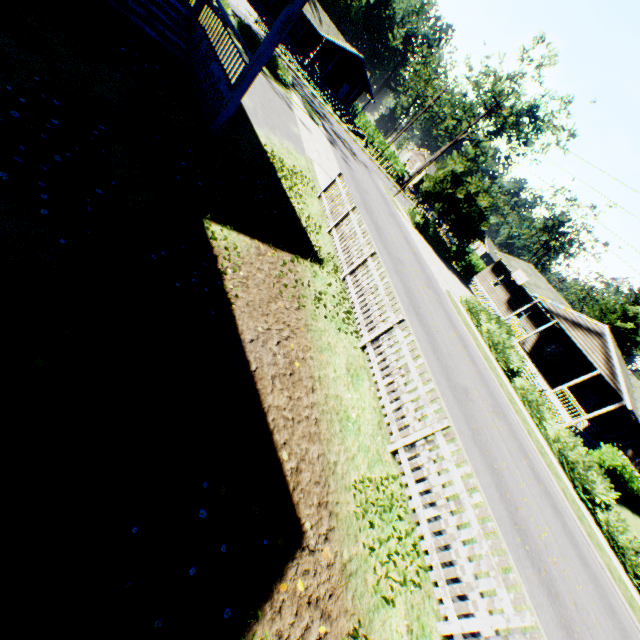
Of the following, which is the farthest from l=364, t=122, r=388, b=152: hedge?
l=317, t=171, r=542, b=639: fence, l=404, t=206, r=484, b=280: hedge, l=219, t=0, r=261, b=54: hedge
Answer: l=317, t=171, r=542, b=639: fence

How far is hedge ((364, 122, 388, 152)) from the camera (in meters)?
52.94

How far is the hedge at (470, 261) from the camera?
32.3m

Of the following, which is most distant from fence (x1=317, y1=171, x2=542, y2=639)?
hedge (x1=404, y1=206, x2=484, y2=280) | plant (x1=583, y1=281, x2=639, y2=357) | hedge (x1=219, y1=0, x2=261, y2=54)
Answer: hedge (x1=404, y1=206, x2=484, y2=280)

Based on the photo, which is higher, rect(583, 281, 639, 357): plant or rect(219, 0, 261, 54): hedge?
rect(583, 281, 639, 357): plant

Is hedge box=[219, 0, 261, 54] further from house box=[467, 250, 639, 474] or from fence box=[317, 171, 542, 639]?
house box=[467, 250, 639, 474]

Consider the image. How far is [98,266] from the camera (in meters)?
3.89

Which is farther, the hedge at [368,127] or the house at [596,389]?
the hedge at [368,127]
